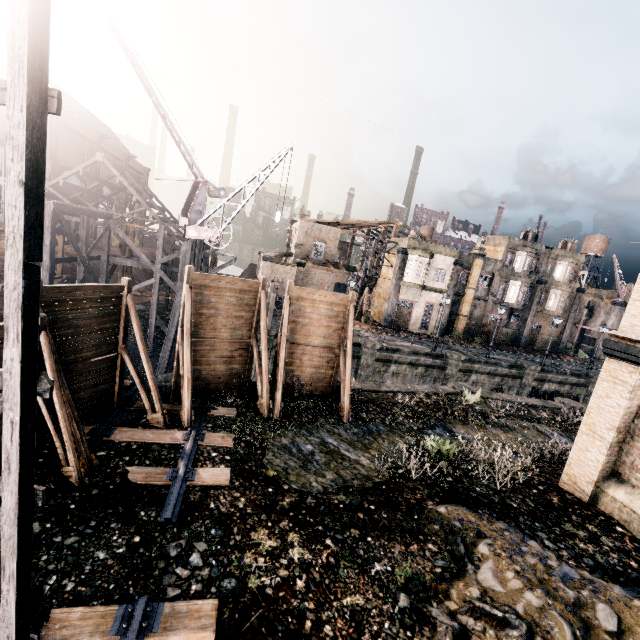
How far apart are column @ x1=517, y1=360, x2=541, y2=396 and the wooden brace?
32.0m

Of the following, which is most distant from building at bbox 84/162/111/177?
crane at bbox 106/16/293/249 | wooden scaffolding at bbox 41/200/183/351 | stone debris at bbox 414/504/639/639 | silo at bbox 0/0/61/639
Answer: stone debris at bbox 414/504/639/639

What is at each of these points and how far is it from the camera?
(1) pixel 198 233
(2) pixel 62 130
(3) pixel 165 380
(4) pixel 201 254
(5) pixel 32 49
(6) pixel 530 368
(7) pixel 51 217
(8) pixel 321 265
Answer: (1) crane, 21.34m
(2) building, 44.09m
(3) column, 14.62m
(4) wooden scaffolding, 25.98m
(5) silo, 3.35m
(6) column, 32.12m
(7) wooden scaffolding, 19.95m
(8) building, 52.34m

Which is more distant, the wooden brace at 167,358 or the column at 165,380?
the wooden brace at 167,358

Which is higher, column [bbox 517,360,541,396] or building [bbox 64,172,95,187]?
building [bbox 64,172,95,187]

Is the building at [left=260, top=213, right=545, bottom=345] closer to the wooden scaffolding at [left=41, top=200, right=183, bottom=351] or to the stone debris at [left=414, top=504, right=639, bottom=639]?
the wooden scaffolding at [left=41, top=200, right=183, bottom=351]

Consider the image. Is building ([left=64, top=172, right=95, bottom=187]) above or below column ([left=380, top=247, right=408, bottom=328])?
above

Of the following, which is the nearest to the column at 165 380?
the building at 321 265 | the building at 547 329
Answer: the building at 321 265
